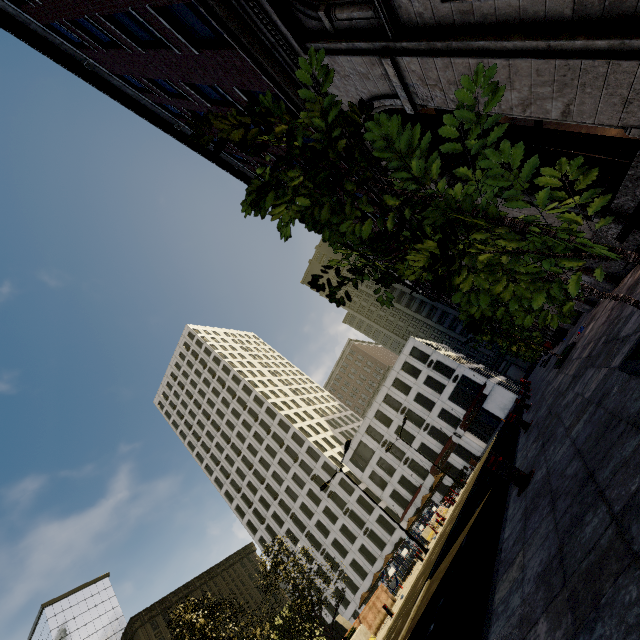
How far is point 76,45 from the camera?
12.1m

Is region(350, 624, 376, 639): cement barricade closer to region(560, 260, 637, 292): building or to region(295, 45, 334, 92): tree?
region(295, 45, 334, 92): tree

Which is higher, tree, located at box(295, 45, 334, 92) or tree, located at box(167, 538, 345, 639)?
tree, located at box(167, 538, 345, 639)

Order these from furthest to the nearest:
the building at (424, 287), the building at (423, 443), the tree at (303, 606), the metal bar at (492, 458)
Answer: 1. the building at (423, 443)
2. the building at (424, 287)
3. the tree at (303, 606)
4. the metal bar at (492, 458)

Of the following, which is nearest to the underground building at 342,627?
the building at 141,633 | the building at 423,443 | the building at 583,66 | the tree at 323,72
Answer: the tree at 323,72

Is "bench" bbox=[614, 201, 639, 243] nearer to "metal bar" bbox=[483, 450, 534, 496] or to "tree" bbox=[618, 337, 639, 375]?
"tree" bbox=[618, 337, 639, 375]

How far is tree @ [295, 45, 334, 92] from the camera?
2.0 meters

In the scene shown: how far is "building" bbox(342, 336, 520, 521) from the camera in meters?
44.6
